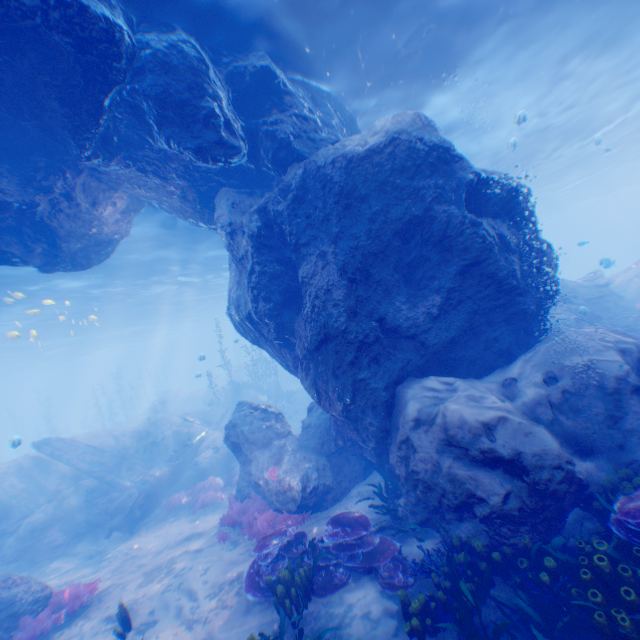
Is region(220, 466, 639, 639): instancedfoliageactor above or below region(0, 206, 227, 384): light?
below

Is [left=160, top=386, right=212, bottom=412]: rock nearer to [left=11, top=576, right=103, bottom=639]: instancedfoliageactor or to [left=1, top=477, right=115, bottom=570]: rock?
[left=1, top=477, right=115, bottom=570]: rock

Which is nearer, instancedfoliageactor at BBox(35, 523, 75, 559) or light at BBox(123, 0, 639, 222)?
light at BBox(123, 0, 639, 222)

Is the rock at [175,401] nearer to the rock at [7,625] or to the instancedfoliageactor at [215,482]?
the rock at [7,625]

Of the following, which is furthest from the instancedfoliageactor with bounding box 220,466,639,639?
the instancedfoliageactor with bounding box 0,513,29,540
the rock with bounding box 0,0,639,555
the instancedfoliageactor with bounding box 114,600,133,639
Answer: the instancedfoliageactor with bounding box 0,513,29,540

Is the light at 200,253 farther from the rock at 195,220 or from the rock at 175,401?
the rock at 175,401

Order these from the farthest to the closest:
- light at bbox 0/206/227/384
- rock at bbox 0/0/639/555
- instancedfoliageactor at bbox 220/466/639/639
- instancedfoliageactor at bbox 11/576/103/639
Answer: light at bbox 0/206/227/384
instancedfoliageactor at bbox 11/576/103/639
rock at bbox 0/0/639/555
instancedfoliageactor at bbox 220/466/639/639

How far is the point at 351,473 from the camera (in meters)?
10.82
